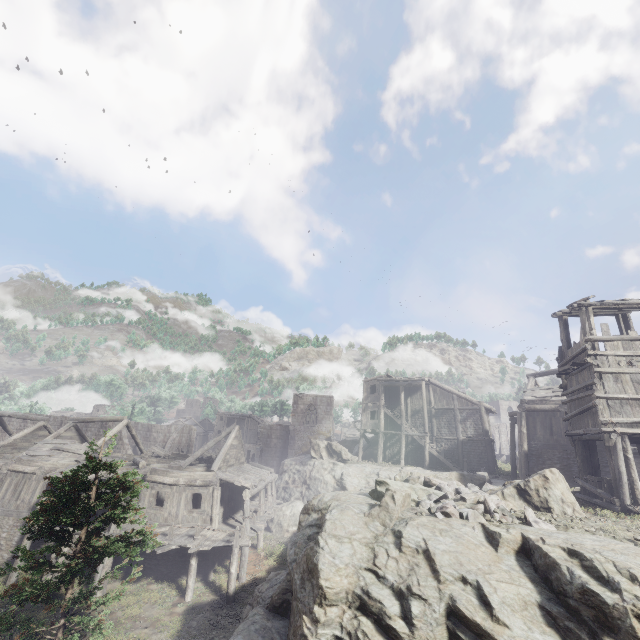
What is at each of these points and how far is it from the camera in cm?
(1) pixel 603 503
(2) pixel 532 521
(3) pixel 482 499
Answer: (1) building, 1223
(2) rubble, 869
(3) rubble, 1016

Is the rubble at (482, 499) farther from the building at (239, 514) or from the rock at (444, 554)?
the building at (239, 514)

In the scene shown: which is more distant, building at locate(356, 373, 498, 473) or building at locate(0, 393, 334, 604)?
building at locate(356, 373, 498, 473)

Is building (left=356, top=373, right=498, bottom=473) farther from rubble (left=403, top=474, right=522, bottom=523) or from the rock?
rubble (left=403, top=474, right=522, bottom=523)

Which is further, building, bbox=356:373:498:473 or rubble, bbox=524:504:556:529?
building, bbox=356:373:498:473

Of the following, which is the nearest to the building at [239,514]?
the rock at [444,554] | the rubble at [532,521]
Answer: the rock at [444,554]
